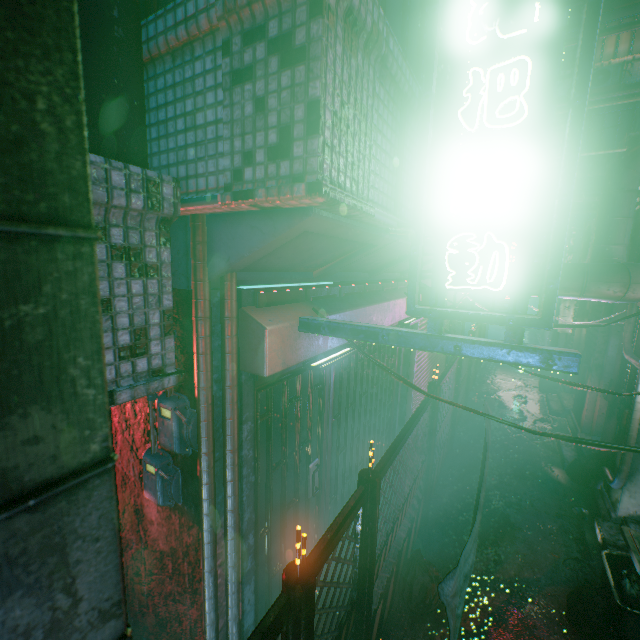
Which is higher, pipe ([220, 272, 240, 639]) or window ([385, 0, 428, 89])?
window ([385, 0, 428, 89])

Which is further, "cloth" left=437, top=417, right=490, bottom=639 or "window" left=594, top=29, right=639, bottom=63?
"window" left=594, top=29, right=639, bottom=63

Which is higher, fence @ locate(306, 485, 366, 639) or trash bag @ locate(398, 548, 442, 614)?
fence @ locate(306, 485, 366, 639)

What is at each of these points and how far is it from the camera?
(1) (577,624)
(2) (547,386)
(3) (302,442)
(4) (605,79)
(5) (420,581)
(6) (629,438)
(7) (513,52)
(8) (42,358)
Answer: (1) trash bag, 2.8 meters
(2) trash bin, 8.5 meters
(3) storefront, 2.9 meters
(4) air conditioner, 11.1 meters
(5) trash bag, 3.0 meters
(6) pipe, 3.7 meters
(7) air conditioner, 3.9 meters
(8) air duct, 0.3 meters

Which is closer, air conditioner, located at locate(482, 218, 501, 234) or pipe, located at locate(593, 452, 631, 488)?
air conditioner, located at locate(482, 218, 501, 234)

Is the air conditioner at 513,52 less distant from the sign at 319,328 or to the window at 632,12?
the sign at 319,328

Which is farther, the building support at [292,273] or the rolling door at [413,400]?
the rolling door at [413,400]

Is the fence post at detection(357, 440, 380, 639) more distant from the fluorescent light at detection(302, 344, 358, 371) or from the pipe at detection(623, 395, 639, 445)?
the pipe at detection(623, 395, 639, 445)
